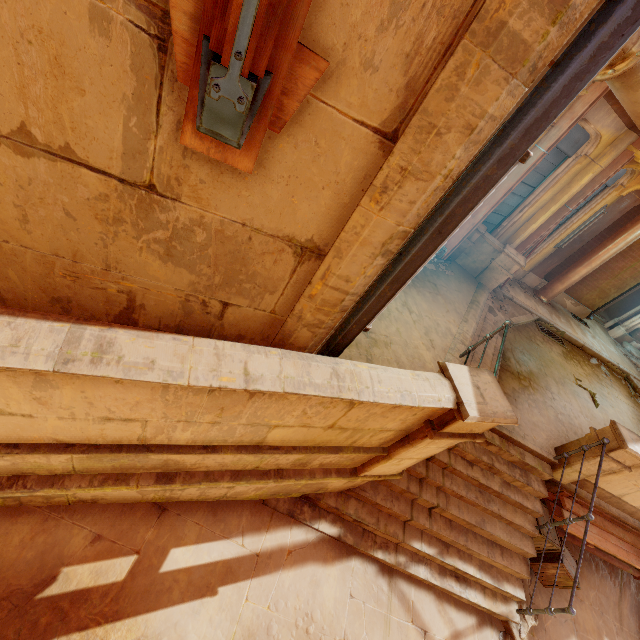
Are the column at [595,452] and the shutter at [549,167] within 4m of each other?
no

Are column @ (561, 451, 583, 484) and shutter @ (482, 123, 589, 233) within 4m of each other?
no

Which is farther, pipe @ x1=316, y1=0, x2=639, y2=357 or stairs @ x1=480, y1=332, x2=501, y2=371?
stairs @ x1=480, y1=332, x2=501, y2=371

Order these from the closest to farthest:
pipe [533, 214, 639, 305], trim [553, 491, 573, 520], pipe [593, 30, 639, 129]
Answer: pipe [593, 30, 639, 129], trim [553, 491, 573, 520], pipe [533, 214, 639, 305]

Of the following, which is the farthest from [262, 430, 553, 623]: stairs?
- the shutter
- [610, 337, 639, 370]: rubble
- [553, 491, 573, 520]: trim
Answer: [610, 337, 639, 370]: rubble

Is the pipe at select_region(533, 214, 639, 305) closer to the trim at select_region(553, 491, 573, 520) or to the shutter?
the shutter

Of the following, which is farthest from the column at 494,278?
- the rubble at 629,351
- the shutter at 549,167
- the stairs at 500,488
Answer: the rubble at 629,351

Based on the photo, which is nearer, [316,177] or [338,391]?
[316,177]
